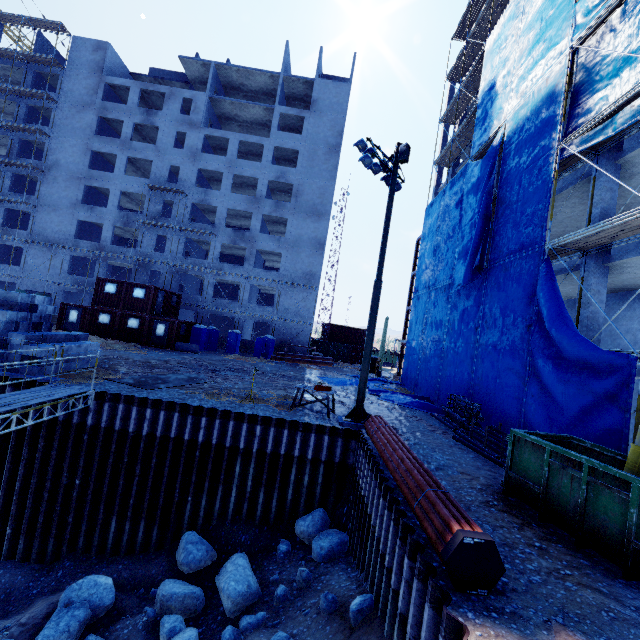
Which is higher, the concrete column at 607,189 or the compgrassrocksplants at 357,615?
the concrete column at 607,189

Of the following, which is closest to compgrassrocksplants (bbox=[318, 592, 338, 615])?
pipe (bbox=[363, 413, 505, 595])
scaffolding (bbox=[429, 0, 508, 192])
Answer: pipe (bbox=[363, 413, 505, 595])

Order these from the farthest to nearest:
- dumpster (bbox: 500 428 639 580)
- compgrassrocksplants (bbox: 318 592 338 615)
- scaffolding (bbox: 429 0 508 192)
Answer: scaffolding (bbox: 429 0 508 192), compgrassrocksplants (bbox: 318 592 338 615), dumpster (bbox: 500 428 639 580)

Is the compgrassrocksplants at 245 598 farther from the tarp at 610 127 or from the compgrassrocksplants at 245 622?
the tarp at 610 127

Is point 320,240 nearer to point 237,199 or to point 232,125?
point 237,199

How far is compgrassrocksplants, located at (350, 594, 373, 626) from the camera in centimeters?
671cm

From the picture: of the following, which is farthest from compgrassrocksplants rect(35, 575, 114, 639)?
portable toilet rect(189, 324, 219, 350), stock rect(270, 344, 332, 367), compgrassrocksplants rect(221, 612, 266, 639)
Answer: portable toilet rect(189, 324, 219, 350)

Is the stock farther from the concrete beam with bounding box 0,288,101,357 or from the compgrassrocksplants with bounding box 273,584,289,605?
the compgrassrocksplants with bounding box 273,584,289,605
